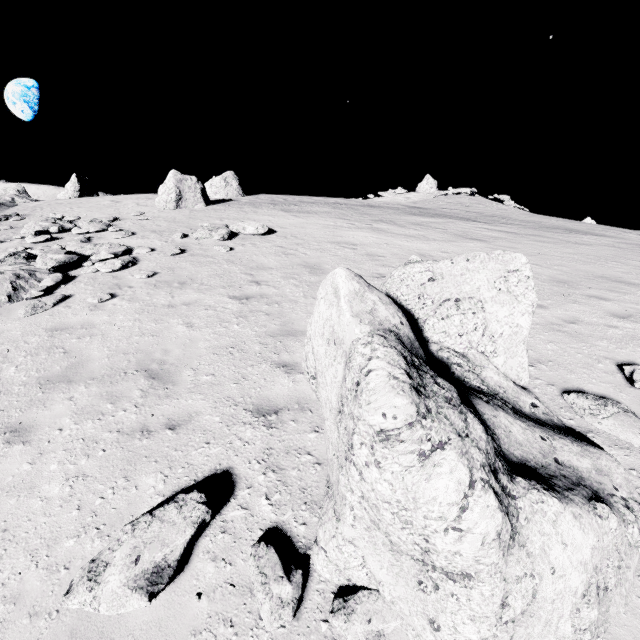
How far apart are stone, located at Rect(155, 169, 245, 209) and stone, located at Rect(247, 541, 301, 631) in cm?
2138

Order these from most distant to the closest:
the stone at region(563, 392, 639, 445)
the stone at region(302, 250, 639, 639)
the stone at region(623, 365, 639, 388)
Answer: the stone at region(623, 365, 639, 388), the stone at region(563, 392, 639, 445), the stone at region(302, 250, 639, 639)

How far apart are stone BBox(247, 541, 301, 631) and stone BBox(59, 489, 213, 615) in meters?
0.6

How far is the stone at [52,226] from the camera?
14.20m

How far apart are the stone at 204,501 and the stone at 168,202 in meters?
20.6

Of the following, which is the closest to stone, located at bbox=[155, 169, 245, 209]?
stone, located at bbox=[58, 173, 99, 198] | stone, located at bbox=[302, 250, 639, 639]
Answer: stone, located at bbox=[302, 250, 639, 639]

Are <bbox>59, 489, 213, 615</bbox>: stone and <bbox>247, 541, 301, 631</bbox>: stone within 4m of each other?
yes

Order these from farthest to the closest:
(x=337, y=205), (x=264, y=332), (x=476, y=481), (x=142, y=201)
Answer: (x=142, y=201)
(x=337, y=205)
(x=264, y=332)
(x=476, y=481)
